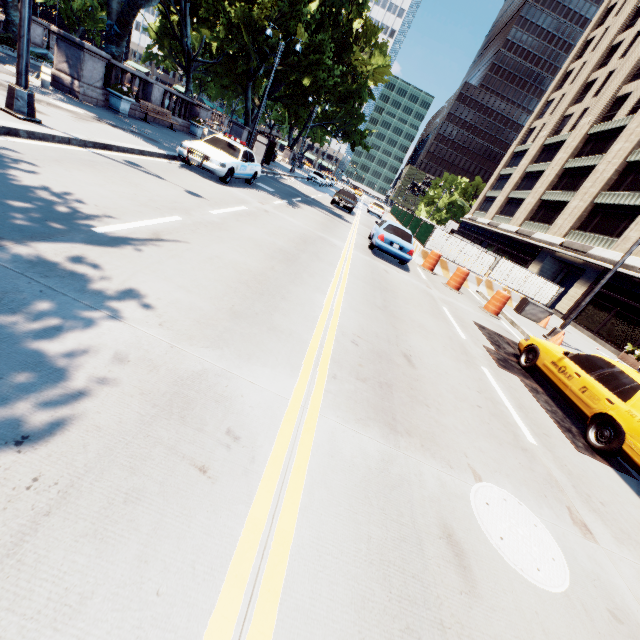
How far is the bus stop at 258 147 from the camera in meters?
23.4 m

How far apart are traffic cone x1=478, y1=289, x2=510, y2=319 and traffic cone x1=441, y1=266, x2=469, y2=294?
1.0m

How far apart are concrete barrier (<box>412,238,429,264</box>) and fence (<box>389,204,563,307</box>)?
0.0m

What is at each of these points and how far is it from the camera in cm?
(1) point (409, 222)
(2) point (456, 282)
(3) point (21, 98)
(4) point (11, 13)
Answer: (1) fence, 2566
(2) traffic cone, 1512
(3) light, 726
(4) tree, 1775

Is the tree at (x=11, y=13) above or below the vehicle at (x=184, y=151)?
above

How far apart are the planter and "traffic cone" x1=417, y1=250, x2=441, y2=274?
16.18m

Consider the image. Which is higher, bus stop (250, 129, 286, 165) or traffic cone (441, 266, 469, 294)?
bus stop (250, 129, 286, 165)

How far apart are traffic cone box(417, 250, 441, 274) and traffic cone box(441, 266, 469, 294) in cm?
108
